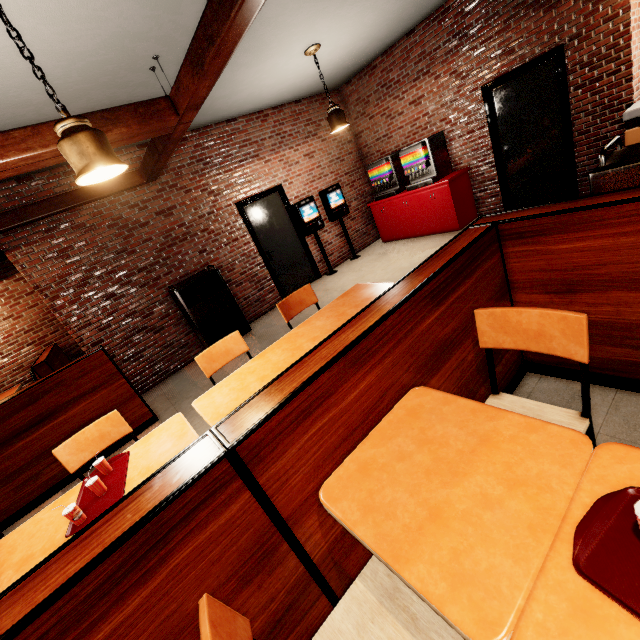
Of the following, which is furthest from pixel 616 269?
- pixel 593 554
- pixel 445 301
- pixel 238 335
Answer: pixel 238 335
